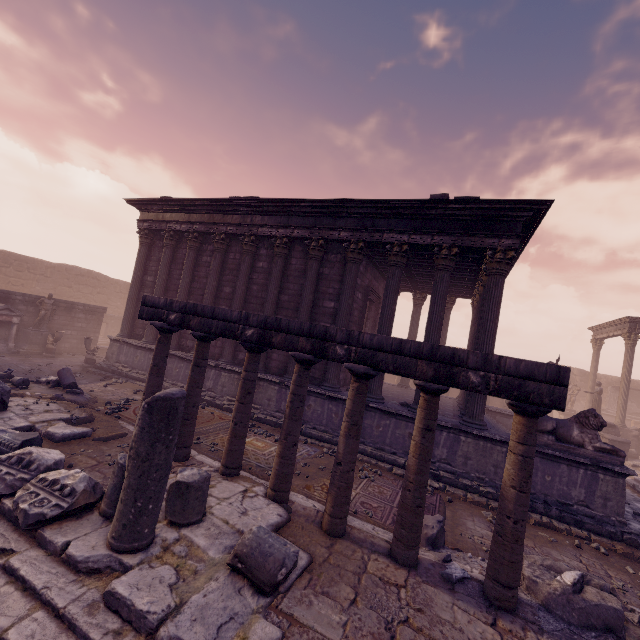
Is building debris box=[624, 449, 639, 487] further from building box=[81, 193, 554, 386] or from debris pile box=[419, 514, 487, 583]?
debris pile box=[419, 514, 487, 583]

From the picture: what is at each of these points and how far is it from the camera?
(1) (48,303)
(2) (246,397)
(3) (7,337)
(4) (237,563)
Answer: (1) sculpture, 15.8 meters
(2) column, 5.9 meters
(3) altar, 14.7 meters
(4) building debris, 3.4 meters

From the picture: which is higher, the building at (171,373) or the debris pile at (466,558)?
the building at (171,373)

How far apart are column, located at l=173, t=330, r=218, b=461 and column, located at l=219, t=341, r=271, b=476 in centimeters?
72cm

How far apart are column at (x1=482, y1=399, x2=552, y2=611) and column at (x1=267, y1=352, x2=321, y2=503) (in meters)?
2.77

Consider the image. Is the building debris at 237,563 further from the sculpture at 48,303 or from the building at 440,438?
the sculpture at 48,303

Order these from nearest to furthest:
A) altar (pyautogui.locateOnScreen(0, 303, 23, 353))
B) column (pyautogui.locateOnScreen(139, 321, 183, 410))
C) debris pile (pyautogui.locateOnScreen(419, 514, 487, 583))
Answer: debris pile (pyautogui.locateOnScreen(419, 514, 487, 583))
column (pyautogui.locateOnScreen(139, 321, 183, 410))
altar (pyautogui.locateOnScreen(0, 303, 23, 353))

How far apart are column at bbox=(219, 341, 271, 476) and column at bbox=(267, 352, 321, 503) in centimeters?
60cm
